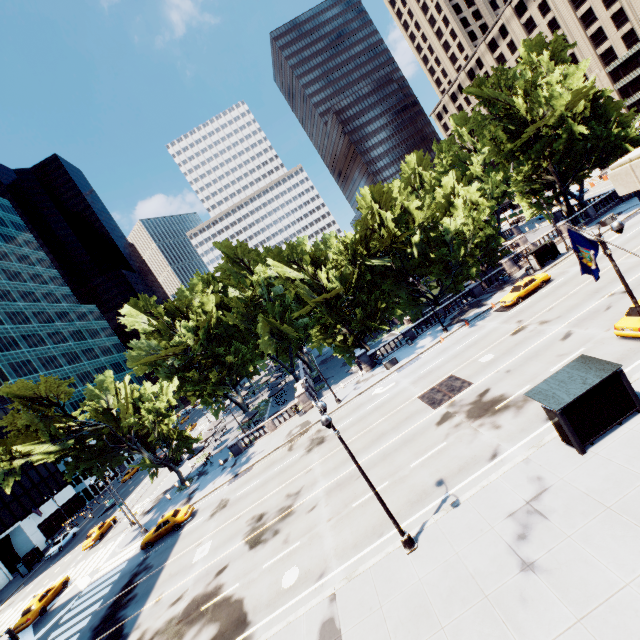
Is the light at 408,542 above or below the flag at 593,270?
below

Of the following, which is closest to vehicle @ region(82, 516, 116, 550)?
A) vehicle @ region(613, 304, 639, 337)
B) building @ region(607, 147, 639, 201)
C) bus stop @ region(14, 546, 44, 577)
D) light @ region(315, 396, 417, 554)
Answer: bus stop @ region(14, 546, 44, 577)

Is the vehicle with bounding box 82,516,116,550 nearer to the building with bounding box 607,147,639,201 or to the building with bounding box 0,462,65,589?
the building with bounding box 0,462,65,589

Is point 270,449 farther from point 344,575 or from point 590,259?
point 590,259

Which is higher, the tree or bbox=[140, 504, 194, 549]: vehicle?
Answer: the tree

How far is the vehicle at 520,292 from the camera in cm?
3194

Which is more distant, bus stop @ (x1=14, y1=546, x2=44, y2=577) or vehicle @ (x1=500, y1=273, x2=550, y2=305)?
bus stop @ (x1=14, y1=546, x2=44, y2=577)

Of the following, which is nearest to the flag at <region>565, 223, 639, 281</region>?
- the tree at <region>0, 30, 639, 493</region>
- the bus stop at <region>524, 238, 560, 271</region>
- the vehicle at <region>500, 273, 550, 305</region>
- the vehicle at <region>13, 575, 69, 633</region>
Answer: the tree at <region>0, 30, 639, 493</region>
